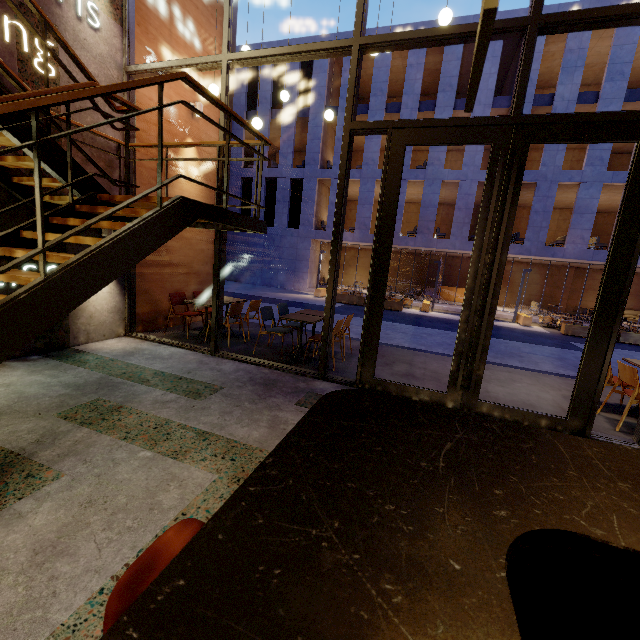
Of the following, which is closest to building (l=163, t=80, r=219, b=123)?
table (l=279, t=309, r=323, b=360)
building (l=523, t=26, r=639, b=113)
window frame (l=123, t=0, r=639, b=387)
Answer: window frame (l=123, t=0, r=639, b=387)

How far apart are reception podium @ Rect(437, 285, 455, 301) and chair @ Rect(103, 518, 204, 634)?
25.9 meters

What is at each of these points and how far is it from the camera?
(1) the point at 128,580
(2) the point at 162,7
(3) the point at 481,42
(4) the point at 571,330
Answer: (1) chair, 0.77m
(2) building, 5.85m
(3) bar shelf, 0.82m
(4) planter, 14.70m

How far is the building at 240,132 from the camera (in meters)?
23.08

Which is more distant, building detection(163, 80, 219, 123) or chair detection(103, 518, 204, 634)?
building detection(163, 80, 219, 123)

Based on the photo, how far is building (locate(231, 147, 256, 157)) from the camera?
23.30m

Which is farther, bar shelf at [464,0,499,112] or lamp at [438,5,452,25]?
lamp at [438,5,452,25]

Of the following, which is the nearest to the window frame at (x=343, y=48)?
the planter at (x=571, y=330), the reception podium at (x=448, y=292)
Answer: the planter at (x=571, y=330)
